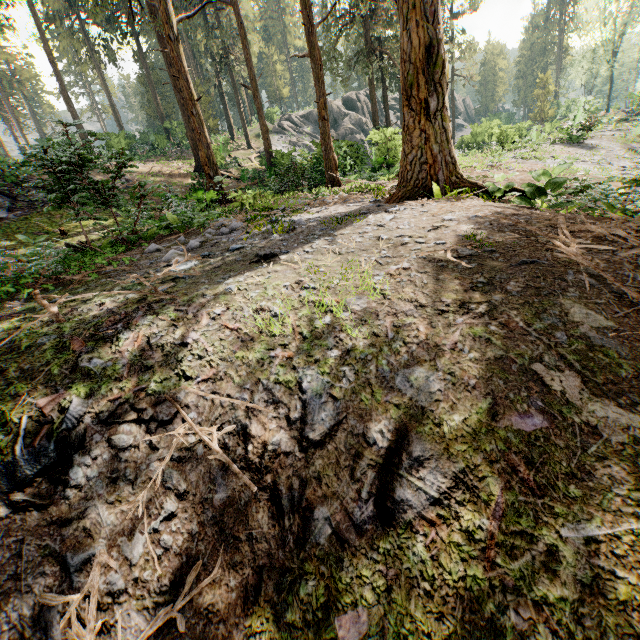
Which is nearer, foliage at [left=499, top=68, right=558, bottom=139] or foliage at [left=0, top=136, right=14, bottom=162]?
foliage at [left=0, top=136, right=14, bottom=162]

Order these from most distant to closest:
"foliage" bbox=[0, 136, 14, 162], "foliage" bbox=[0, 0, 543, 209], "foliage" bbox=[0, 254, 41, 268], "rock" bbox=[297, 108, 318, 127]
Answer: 1. "rock" bbox=[297, 108, 318, 127]
2. "foliage" bbox=[0, 136, 14, 162]
3. "foliage" bbox=[0, 0, 543, 209]
4. "foliage" bbox=[0, 254, 41, 268]

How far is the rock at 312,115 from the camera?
42.19m

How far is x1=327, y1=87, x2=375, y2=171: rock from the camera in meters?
21.0

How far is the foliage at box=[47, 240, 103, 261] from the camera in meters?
5.0 m

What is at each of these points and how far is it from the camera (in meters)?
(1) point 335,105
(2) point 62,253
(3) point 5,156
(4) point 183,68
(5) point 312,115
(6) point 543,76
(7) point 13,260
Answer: (1) rock, 42.28
(2) foliage, 4.99
(3) foliage, 15.00
(4) foliage, 14.40
(5) rock, 42.22
(6) foliage, 39.69
(7) foliage, 4.91
